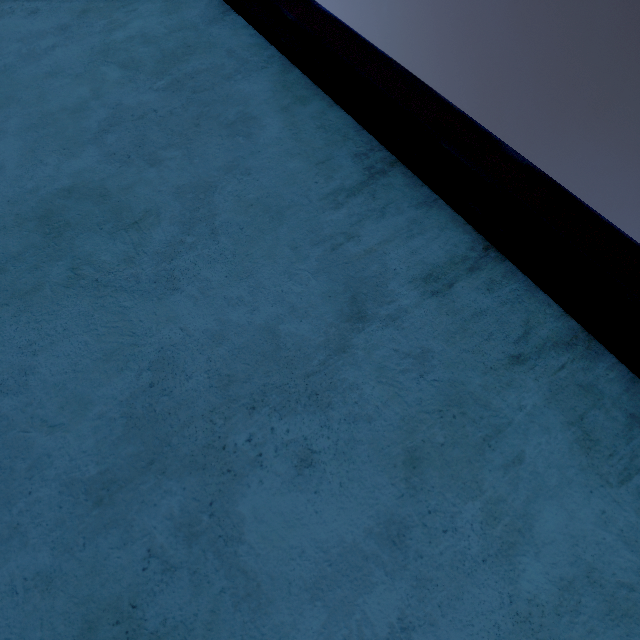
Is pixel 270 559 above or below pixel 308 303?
below
